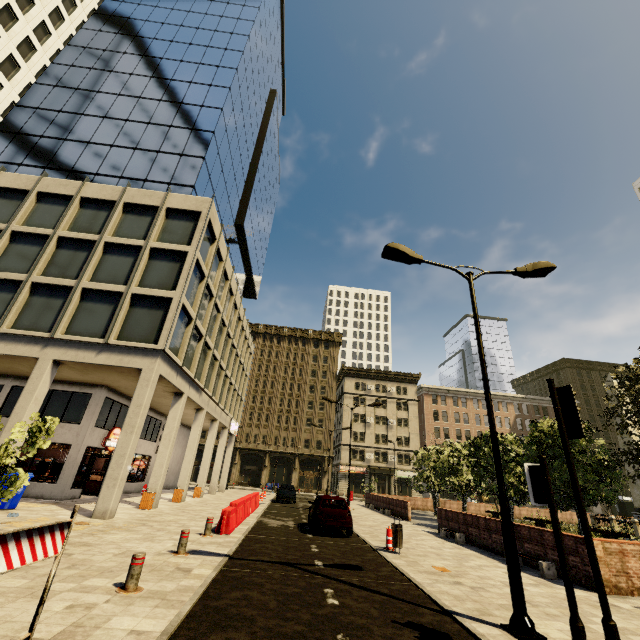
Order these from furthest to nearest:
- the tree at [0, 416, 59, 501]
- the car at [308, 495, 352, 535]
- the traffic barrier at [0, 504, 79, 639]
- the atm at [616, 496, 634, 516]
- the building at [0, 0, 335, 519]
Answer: the atm at [616, 496, 634, 516]
the building at [0, 0, 335, 519]
the car at [308, 495, 352, 535]
the tree at [0, 416, 59, 501]
the traffic barrier at [0, 504, 79, 639]

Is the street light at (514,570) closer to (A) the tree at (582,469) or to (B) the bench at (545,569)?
(B) the bench at (545,569)

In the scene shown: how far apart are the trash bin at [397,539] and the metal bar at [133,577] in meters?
8.4 m

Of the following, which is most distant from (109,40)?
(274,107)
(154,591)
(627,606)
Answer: (627,606)

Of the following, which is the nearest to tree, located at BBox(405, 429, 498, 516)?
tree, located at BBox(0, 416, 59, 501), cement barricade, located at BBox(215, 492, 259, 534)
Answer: cement barricade, located at BBox(215, 492, 259, 534)

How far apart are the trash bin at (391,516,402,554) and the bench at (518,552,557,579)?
3.6m

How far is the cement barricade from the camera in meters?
11.7 m

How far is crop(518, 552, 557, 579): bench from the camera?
9.55m
